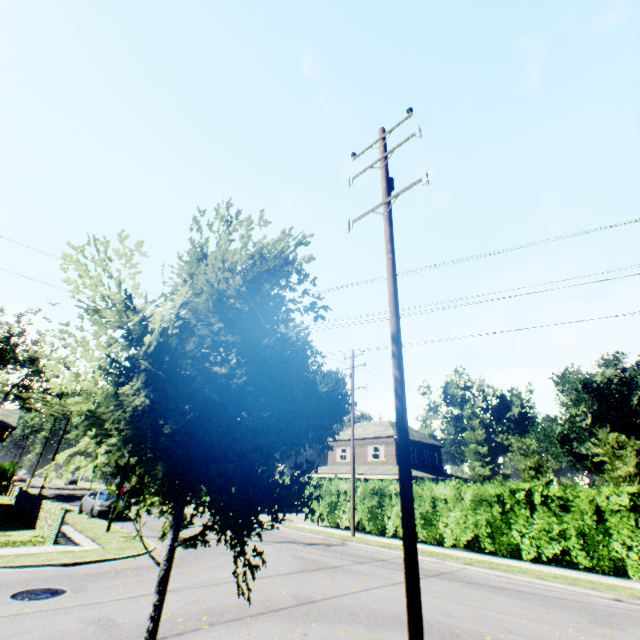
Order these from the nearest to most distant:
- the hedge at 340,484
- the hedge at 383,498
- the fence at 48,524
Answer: the fence at 48,524
the hedge at 383,498
the hedge at 340,484

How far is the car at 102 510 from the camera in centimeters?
2073cm

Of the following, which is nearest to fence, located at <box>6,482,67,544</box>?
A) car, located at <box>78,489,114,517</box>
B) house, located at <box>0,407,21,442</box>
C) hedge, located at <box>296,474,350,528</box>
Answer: car, located at <box>78,489,114,517</box>

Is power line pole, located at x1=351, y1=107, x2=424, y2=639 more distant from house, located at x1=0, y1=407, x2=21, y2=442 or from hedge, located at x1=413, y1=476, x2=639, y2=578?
house, located at x1=0, y1=407, x2=21, y2=442

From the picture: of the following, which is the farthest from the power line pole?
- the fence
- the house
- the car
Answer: the house

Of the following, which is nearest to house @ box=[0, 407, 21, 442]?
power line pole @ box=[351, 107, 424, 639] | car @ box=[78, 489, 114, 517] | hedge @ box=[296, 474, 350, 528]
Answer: car @ box=[78, 489, 114, 517]

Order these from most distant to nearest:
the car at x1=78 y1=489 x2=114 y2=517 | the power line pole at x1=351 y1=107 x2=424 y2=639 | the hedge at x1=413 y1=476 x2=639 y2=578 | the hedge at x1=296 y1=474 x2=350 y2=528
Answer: the hedge at x1=296 y1=474 x2=350 y2=528 < the car at x1=78 y1=489 x2=114 y2=517 < the hedge at x1=413 y1=476 x2=639 y2=578 < the power line pole at x1=351 y1=107 x2=424 y2=639

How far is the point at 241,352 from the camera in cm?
520
